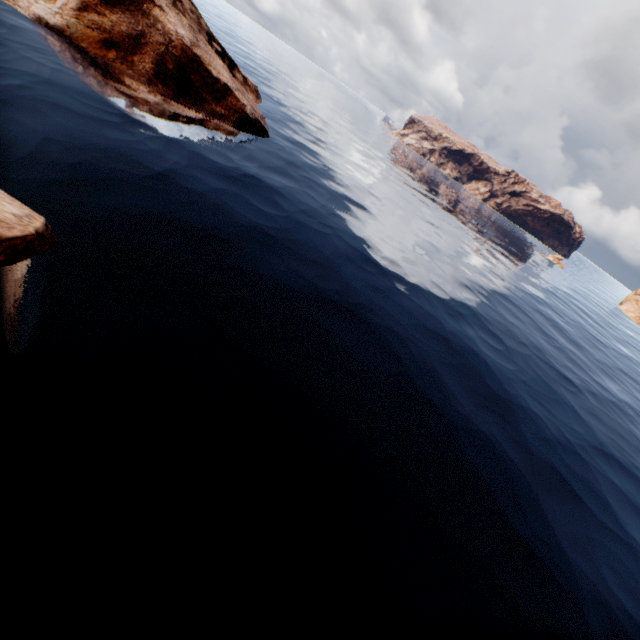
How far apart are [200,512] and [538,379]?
25.6m

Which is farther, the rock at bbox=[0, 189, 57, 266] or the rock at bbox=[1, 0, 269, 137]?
the rock at bbox=[1, 0, 269, 137]

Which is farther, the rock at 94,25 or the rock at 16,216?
the rock at 94,25
